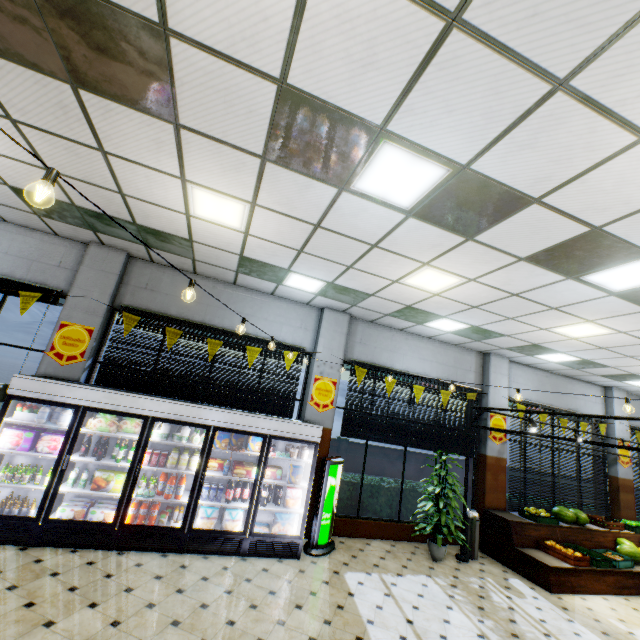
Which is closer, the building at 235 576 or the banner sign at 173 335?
the building at 235 576

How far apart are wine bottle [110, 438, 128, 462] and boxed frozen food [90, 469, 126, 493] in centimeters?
35cm

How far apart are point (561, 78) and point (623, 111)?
0.6m

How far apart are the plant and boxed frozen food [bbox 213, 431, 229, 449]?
4.8m

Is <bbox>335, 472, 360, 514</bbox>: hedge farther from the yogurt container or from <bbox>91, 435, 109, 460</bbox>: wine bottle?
the yogurt container

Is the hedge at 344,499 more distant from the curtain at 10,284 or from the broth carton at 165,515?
the curtain at 10,284

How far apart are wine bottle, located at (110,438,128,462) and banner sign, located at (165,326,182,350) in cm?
175

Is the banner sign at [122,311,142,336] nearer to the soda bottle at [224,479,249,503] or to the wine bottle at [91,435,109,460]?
the wine bottle at [91,435,109,460]
